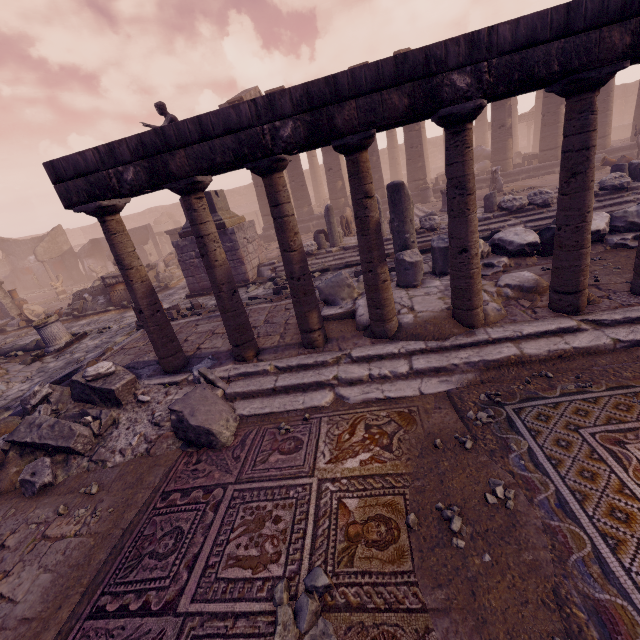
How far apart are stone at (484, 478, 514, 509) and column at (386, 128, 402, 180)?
28.5 meters

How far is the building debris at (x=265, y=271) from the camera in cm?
1142

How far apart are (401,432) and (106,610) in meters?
2.7

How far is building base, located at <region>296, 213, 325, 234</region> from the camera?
19.1m

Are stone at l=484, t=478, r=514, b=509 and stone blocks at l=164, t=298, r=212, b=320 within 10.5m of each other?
yes

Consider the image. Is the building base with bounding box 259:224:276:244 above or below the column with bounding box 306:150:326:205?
below

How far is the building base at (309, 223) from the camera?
19.1m

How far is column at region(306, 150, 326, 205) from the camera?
27.4m
